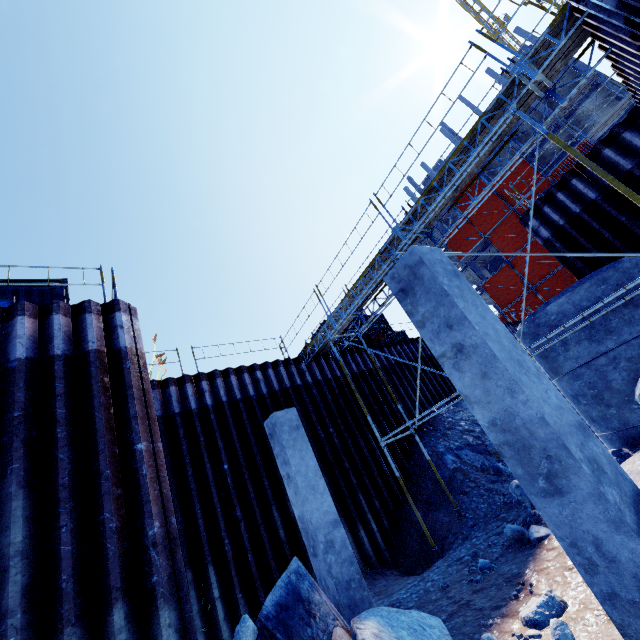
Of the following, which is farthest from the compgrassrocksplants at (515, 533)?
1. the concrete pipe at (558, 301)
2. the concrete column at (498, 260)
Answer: the concrete column at (498, 260)

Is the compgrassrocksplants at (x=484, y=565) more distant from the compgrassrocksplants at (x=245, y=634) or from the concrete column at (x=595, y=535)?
the compgrassrocksplants at (x=245, y=634)

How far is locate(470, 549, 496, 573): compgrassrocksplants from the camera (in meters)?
6.15

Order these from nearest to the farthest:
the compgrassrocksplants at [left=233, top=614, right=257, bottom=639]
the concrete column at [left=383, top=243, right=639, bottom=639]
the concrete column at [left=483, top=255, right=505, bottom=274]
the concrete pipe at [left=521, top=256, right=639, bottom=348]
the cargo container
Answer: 1. the concrete column at [left=383, top=243, right=639, bottom=639]
2. the compgrassrocksplants at [left=233, top=614, right=257, bottom=639]
3. the concrete pipe at [left=521, top=256, right=639, bottom=348]
4. the cargo container
5. the concrete column at [left=483, top=255, right=505, bottom=274]

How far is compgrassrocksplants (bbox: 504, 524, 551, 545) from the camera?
5.9 meters

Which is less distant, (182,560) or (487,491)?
(182,560)

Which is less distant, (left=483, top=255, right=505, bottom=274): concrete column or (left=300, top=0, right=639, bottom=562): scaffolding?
(left=300, top=0, right=639, bottom=562): scaffolding

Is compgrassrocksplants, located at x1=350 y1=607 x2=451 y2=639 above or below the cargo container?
below
